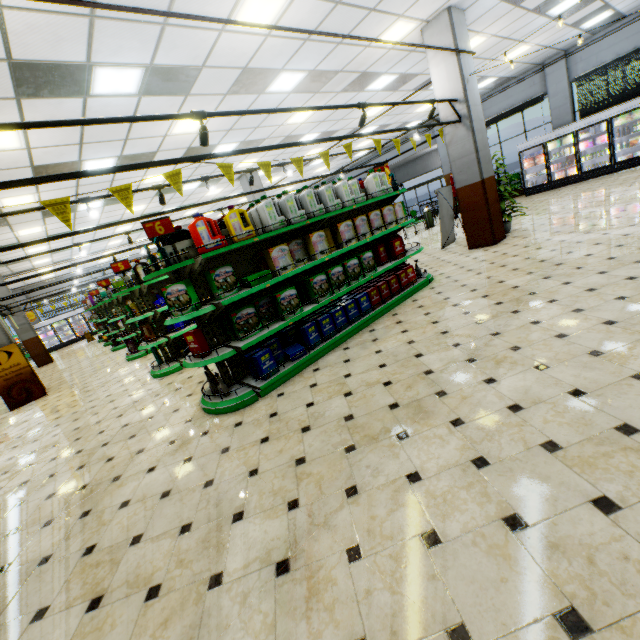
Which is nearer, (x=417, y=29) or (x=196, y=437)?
(x=196, y=437)

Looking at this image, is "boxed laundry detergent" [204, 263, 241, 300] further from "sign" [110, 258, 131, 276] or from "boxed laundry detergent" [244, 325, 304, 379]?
"sign" [110, 258, 131, 276]

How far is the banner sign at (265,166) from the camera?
4.03m

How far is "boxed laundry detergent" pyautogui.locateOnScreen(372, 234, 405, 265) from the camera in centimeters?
593cm

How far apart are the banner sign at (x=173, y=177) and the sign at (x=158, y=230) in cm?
64

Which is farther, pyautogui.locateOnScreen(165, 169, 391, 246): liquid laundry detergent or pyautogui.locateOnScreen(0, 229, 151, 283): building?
pyautogui.locateOnScreen(0, 229, 151, 283): building

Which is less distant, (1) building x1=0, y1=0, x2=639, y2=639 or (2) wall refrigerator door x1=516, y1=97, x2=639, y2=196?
(1) building x1=0, y1=0, x2=639, y2=639

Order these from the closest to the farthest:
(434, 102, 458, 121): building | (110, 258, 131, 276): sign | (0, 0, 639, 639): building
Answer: (0, 0, 639, 639): building, (110, 258, 131, 276): sign, (434, 102, 458, 121): building
